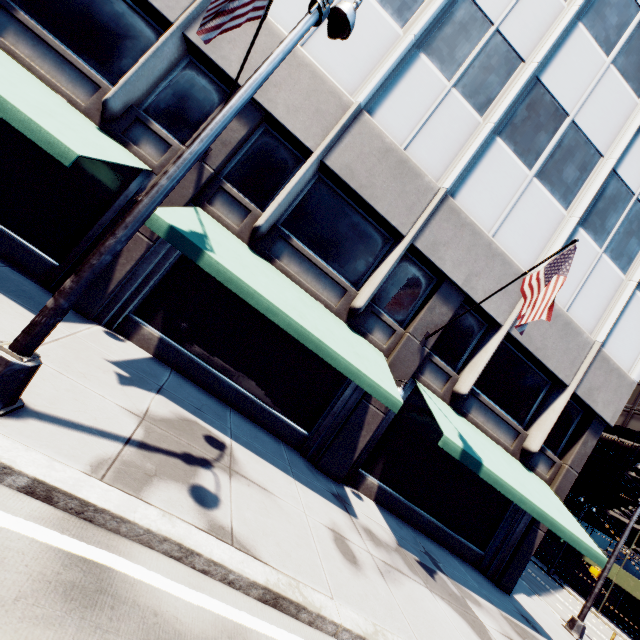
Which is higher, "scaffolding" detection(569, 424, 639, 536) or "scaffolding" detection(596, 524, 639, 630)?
"scaffolding" detection(569, 424, 639, 536)

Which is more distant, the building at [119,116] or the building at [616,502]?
the building at [616,502]

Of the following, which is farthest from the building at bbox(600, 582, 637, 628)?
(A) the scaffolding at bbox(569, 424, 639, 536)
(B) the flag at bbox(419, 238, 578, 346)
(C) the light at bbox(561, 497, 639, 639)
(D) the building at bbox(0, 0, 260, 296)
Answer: (B) the flag at bbox(419, 238, 578, 346)

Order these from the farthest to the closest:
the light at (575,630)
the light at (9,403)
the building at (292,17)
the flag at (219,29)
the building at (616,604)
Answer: the building at (616,604) < the light at (575,630) < the building at (292,17) < the flag at (219,29) < the light at (9,403)

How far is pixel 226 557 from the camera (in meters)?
3.60

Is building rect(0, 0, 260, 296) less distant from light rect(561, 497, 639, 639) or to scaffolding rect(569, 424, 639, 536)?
light rect(561, 497, 639, 639)

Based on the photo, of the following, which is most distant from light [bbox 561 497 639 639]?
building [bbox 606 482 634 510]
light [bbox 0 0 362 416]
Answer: building [bbox 606 482 634 510]

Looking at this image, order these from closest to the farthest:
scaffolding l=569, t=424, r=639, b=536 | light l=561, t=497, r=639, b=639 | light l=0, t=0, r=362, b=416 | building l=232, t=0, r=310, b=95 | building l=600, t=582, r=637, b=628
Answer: light l=0, t=0, r=362, b=416, building l=232, t=0, r=310, b=95, light l=561, t=497, r=639, b=639, building l=600, t=582, r=637, b=628, scaffolding l=569, t=424, r=639, b=536
